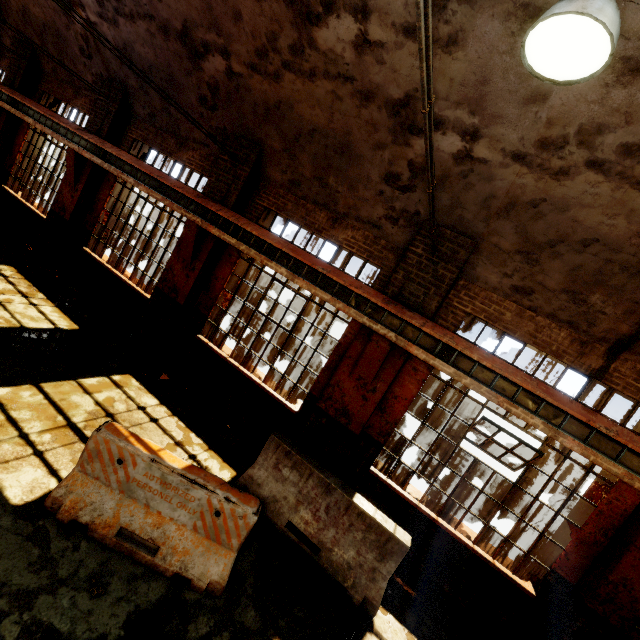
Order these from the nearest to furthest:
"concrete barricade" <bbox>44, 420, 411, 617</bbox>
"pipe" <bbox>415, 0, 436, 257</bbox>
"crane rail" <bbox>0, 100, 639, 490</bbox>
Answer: "pipe" <bbox>415, 0, 436, 257</bbox> < "concrete barricade" <bbox>44, 420, 411, 617</bbox> < "crane rail" <bbox>0, 100, 639, 490</bbox>

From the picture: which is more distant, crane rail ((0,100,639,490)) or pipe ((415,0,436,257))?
crane rail ((0,100,639,490))

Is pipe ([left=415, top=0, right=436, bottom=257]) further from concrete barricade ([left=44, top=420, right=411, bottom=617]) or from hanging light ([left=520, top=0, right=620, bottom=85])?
concrete barricade ([left=44, top=420, right=411, bottom=617])

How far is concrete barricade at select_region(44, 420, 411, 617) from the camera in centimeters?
362cm

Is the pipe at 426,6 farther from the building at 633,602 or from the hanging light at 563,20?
the hanging light at 563,20

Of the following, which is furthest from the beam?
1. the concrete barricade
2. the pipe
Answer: the concrete barricade

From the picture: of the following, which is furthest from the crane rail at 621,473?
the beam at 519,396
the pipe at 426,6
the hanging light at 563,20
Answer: the hanging light at 563,20

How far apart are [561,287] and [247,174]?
6.51m
